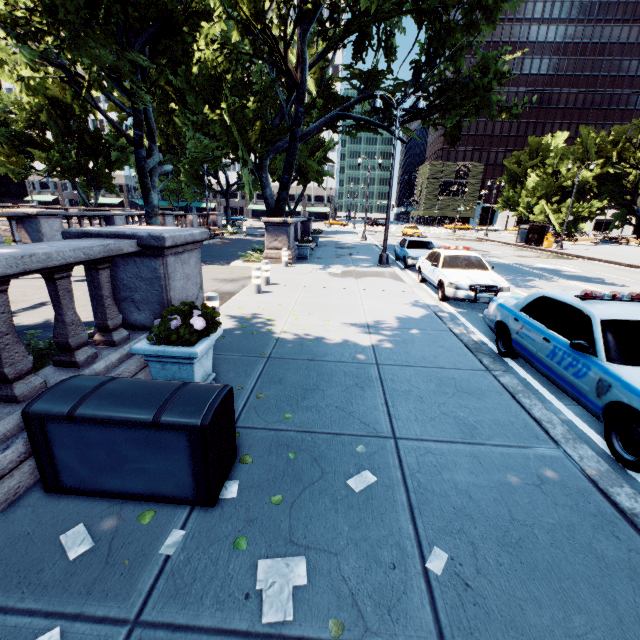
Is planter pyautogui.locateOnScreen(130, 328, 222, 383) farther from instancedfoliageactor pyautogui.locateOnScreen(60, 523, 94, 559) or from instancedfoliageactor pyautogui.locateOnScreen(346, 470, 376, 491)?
instancedfoliageactor pyautogui.locateOnScreen(346, 470, 376, 491)

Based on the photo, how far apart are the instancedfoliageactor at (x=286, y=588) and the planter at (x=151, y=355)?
2.2m

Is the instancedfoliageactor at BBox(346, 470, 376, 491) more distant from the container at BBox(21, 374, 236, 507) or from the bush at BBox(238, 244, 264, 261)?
the bush at BBox(238, 244, 264, 261)

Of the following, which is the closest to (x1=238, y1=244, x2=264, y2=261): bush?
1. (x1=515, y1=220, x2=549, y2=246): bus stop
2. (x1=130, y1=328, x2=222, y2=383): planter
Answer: (x1=130, y1=328, x2=222, y2=383): planter

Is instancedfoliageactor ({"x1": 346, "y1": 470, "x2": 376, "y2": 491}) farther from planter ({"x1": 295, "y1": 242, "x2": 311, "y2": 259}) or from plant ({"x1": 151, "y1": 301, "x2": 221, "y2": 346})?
planter ({"x1": 295, "y1": 242, "x2": 311, "y2": 259})

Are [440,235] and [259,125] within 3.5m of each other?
no

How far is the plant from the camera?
3.8m

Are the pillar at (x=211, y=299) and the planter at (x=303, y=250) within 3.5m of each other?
no
